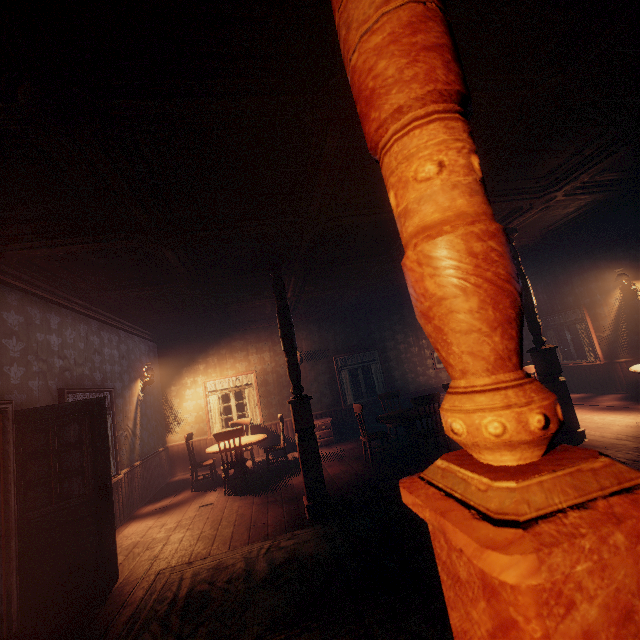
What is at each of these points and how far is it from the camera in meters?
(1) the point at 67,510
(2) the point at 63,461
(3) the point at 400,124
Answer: (1) bp, 3.8 m
(2) building, 4.5 m
(3) pillars, 0.7 m

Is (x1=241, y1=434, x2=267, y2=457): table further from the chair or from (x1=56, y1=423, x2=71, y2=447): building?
the chair

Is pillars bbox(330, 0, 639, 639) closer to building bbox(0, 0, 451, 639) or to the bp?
building bbox(0, 0, 451, 639)

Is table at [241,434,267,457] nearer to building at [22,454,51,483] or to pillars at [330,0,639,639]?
building at [22,454,51,483]

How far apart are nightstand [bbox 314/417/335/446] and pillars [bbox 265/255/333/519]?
4.0 meters

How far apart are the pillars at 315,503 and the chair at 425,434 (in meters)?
1.94

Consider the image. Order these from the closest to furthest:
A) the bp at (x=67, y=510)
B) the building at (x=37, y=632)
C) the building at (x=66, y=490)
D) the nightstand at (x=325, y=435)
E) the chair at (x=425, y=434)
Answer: the building at (x=37, y=632) < the bp at (x=67, y=510) < the building at (x=66, y=490) < the chair at (x=425, y=434) < the nightstand at (x=325, y=435)

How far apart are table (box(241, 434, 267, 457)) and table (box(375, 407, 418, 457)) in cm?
293
